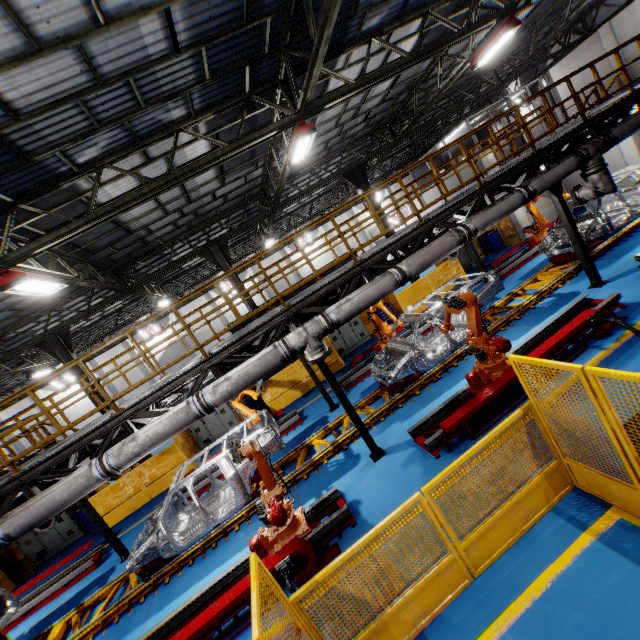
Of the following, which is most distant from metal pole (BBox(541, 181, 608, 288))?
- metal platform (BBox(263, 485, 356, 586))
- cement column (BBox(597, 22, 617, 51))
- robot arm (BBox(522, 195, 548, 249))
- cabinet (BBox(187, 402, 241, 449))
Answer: cement column (BBox(597, 22, 617, 51))

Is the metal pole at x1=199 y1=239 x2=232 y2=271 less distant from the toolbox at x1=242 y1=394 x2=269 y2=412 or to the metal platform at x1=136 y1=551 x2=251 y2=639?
the toolbox at x1=242 y1=394 x2=269 y2=412

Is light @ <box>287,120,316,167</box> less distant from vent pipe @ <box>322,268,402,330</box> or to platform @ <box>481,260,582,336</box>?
vent pipe @ <box>322,268,402,330</box>

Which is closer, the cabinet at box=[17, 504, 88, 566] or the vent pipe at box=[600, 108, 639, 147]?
the vent pipe at box=[600, 108, 639, 147]

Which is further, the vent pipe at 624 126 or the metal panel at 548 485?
the vent pipe at 624 126

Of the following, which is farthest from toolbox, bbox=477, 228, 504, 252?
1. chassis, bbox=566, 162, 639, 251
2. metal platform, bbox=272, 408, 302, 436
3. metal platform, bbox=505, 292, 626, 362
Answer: metal platform, bbox=272, 408, 302, 436

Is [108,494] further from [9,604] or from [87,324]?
[87,324]

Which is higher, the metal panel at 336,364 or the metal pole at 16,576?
the metal pole at 16,576
